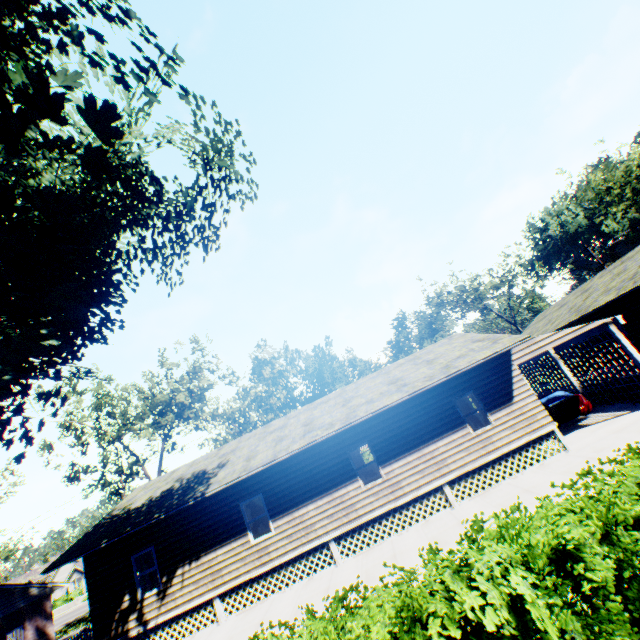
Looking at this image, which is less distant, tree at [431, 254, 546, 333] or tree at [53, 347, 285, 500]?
tree at [53, 347, 285, 500]

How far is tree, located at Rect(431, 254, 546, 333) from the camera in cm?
4956

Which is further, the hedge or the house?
the house

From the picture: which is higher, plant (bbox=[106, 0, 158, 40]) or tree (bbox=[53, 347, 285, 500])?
tree (bbox=[53, 347, 285, 500])

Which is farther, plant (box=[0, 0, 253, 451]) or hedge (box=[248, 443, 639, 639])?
plant (box=[0, 0, 253, 451])

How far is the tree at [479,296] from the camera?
49.6m

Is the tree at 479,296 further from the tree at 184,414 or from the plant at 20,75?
the plant at 20,75

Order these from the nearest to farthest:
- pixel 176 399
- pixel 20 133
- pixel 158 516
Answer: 1. pixel 20 133
2. pixel 158 516
3. pixel 176 399
